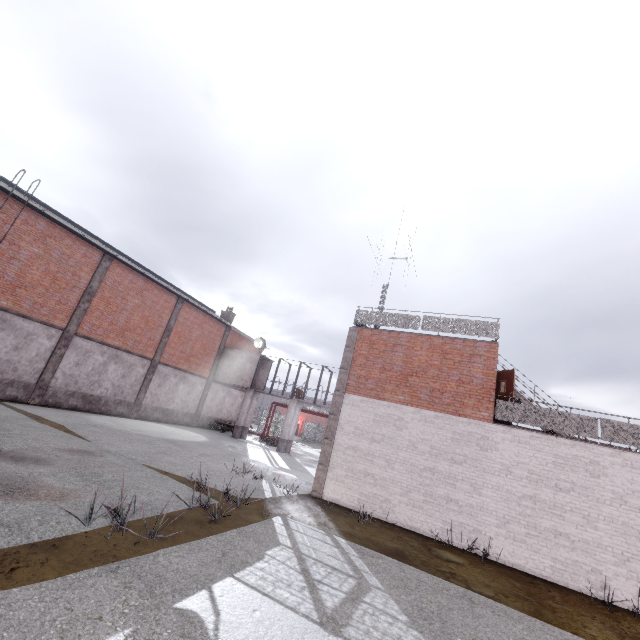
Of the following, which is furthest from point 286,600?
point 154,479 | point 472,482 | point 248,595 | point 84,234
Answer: point 84,234

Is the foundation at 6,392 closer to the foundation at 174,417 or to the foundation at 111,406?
the foundation at 111,406

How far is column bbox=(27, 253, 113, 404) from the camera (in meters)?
16.77

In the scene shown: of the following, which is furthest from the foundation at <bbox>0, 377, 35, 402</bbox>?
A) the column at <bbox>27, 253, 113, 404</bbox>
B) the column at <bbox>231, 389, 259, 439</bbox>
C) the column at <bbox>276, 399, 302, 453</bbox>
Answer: the column at <bbox>276, 399, 302, 453</bbox>

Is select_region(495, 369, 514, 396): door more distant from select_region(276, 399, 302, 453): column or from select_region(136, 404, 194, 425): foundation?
select_region(136, 404, 194, 425): foundation

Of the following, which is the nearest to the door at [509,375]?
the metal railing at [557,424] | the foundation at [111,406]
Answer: the metal railing at [557,424]

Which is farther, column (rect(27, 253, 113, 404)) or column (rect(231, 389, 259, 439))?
column (rect(231, 389, 259, 439))

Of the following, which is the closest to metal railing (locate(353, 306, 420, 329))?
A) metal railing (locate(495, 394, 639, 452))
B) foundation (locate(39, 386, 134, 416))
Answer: metal railing (locate(495, 394, 639, 452))
